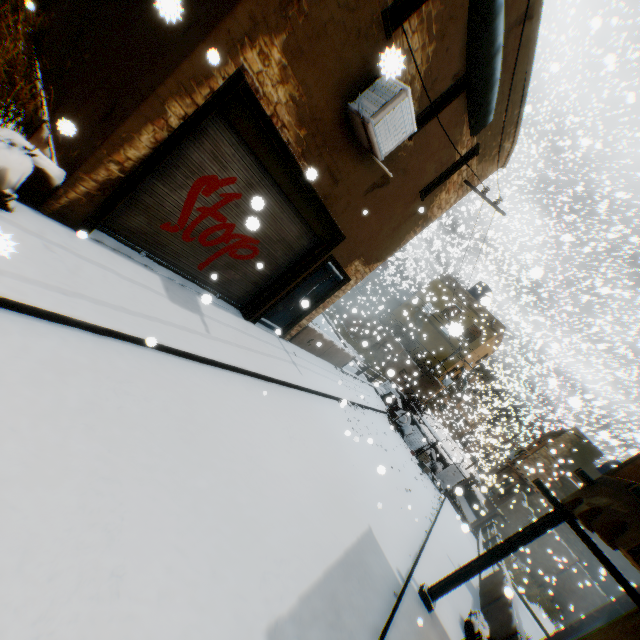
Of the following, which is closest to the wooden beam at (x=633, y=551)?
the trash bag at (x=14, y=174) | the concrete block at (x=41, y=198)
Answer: the concrete block at (x=41, y=198)

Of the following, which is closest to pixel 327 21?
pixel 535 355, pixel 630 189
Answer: pixel 535 355

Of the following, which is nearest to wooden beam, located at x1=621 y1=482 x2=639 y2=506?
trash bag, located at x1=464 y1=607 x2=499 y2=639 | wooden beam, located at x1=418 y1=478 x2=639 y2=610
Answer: wooden beam, located at x1=418 y1=478 x2=639 y2=610

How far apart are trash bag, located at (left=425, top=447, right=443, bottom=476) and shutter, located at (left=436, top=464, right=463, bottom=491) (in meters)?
0.01

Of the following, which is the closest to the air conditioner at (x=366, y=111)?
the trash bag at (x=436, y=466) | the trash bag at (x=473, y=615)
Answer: the trash bag at (x=473, y=615)

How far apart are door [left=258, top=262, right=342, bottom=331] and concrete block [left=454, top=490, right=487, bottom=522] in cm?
654

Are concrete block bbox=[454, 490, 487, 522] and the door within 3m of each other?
no

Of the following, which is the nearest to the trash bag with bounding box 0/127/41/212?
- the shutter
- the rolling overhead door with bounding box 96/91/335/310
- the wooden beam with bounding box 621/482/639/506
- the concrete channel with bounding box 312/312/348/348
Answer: the rolling overhead door with bounding box 96/91/335/310
